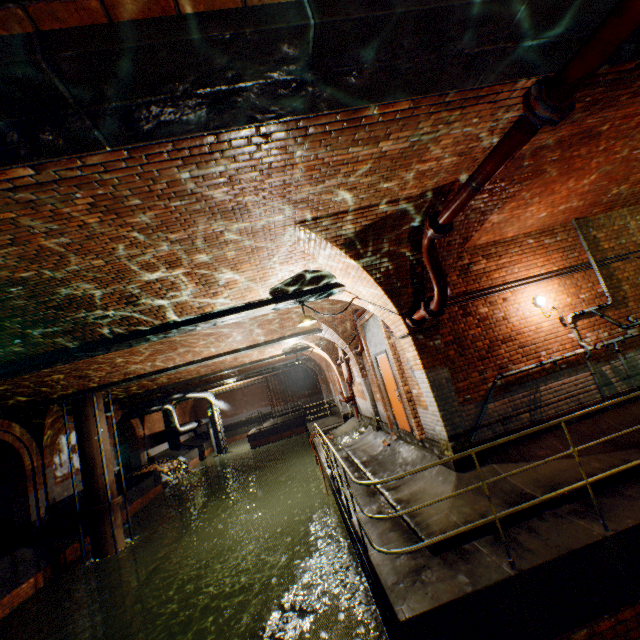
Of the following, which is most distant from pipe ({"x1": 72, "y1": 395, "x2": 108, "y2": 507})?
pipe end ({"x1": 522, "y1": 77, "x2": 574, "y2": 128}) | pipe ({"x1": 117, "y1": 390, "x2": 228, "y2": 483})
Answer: pipe end ({"x1": 522, "y1": 77, "x2": 574, "y2": 128})

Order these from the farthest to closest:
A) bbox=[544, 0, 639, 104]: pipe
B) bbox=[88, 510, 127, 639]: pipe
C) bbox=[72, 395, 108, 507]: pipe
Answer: bbox=[72, 395, 108, 507]: pipe
bbox=[88, 510, 127, 639]: pipe
bbox=[544, 0, 639, 104]: pipe

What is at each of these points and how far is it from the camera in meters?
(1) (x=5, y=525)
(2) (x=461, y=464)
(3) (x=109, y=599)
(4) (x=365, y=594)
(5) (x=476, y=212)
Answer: (1) building tunnel, 13.6
(2) support arch, 5.7
(3) pipe, 11.0
(4) leaves, 5.7
(5) support arch, 5.4

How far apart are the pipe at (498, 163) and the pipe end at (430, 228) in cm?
4

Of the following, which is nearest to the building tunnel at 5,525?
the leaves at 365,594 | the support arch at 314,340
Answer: the leaves at 365,594

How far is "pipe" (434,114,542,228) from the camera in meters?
2.8 m

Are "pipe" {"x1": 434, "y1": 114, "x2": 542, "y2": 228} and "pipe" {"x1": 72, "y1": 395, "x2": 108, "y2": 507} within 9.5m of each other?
no

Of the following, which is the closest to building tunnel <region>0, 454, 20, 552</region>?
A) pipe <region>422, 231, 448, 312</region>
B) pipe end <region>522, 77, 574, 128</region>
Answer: pipe <region>422, 231, 448, 312</region>
